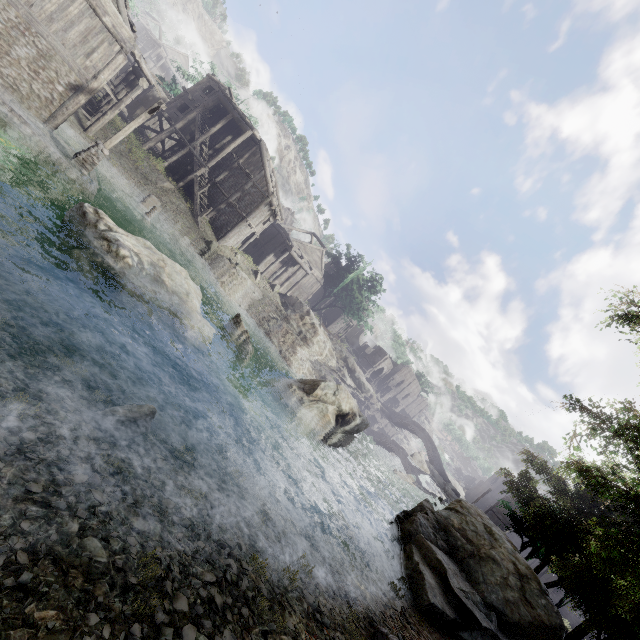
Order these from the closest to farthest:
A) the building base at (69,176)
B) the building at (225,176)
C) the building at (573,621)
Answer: the building base at (69,176) → the building at (225,176) → the building at (573,621)

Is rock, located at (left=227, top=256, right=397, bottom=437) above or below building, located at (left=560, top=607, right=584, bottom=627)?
below

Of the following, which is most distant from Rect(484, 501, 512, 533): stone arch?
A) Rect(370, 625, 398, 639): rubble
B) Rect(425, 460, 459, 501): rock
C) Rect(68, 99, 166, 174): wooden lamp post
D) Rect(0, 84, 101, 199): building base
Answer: Rect(68, 99, 166, 174): wooden lamp post

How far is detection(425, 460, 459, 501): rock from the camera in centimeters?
4591cm

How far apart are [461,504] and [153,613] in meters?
18.1

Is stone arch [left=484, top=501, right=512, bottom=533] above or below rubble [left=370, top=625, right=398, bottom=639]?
above

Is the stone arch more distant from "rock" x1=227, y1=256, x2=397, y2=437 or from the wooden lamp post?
the wooden lamp post

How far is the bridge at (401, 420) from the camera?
51.6 meters
